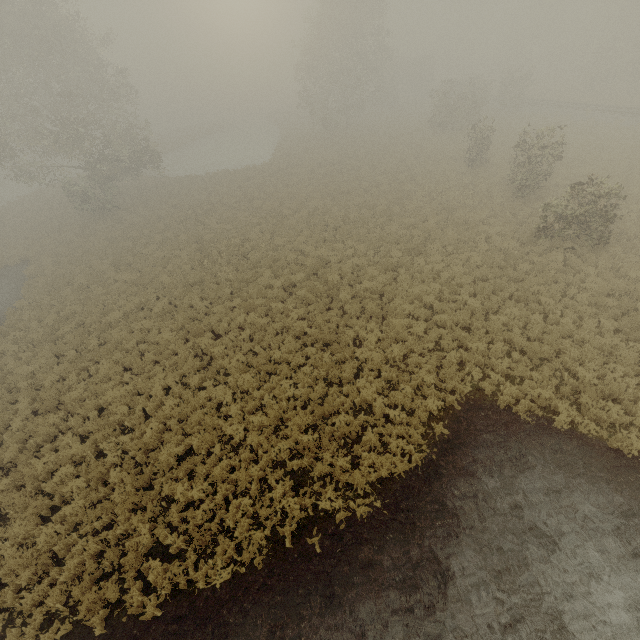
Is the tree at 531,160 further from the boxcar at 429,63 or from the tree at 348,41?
the boxcar at 429,63

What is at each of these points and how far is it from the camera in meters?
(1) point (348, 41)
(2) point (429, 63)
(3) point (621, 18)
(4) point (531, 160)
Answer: (1) tree, 37.2 m
(2) boxcar, 54.9 m
(3) tree, 34.5 m
(4) tree, 18.3 m

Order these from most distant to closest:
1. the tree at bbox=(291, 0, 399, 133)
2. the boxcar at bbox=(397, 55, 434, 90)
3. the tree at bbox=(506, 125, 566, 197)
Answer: the boxcar at bbox=(397, 55, 434, 90) → the tree at bbox=(291, 0, 399, 133) → the tree at bbox=(506, 125, 566, 197)

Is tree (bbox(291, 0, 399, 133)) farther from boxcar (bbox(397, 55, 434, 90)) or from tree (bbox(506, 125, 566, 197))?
boxcar (bbox(397, 55, 434, 90))

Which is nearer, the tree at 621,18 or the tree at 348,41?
the tree at 621,18

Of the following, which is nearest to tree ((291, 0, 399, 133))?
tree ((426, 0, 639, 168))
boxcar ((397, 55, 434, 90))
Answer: tree ((426, 0, 639, 168))
